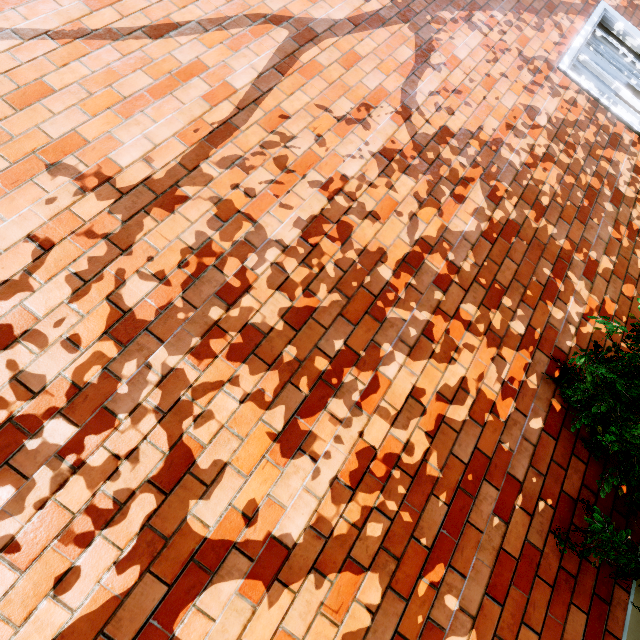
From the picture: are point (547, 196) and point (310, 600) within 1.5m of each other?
no
